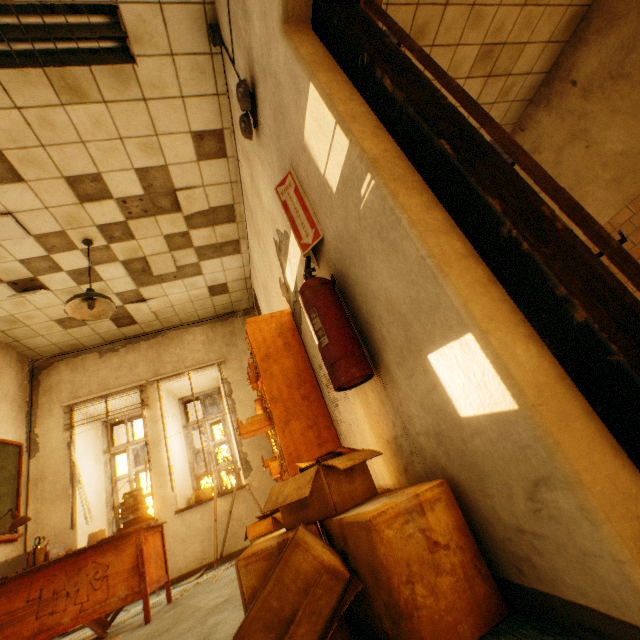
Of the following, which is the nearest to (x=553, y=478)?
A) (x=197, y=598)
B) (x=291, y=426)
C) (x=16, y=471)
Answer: (x=291, y=426)

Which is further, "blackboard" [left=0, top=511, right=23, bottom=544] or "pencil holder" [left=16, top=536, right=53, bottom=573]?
"blackboard" [left=0, top=511, right=23, bottom=544]

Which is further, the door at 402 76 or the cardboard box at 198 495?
the cardboard box at 198 495

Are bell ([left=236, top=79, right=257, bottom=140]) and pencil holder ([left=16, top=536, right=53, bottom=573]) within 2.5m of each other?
no

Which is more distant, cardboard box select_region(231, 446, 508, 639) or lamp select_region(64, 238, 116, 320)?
lamp select_region(64, 238, 116, 320)

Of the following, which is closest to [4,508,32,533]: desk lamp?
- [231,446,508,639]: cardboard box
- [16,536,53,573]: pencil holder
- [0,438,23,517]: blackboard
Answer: [16,536,53,573]: pencil holder

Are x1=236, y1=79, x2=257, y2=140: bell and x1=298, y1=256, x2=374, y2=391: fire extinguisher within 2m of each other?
yes

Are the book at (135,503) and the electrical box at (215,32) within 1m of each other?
no
